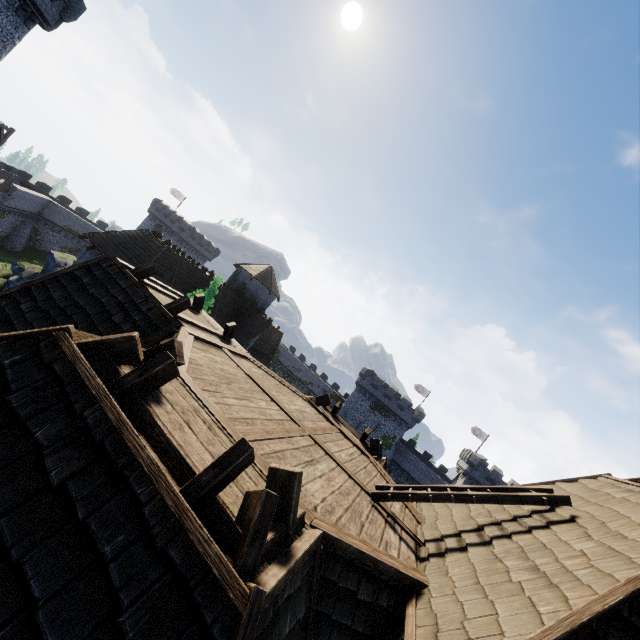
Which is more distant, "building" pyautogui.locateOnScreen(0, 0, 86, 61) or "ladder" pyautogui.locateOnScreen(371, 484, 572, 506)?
"building" pyautogui.locateOnScreen(0, 0, 86, 61)

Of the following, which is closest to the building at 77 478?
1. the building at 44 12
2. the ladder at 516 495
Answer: the ladder at 516 495

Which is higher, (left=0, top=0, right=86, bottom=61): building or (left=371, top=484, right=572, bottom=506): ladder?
(left=0, top=0, right=86, bottom=61): building

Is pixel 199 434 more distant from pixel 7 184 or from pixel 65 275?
pixel 7 184

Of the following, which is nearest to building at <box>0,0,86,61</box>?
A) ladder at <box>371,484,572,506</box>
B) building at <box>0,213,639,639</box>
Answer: building at <box>0,213,639,639</box>

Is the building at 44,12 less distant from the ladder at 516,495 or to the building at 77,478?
the building at 77,478

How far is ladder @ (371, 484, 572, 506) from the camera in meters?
4.9 m

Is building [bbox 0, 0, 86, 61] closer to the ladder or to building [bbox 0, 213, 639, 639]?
building [bbox 0, 213, 639, 639]
